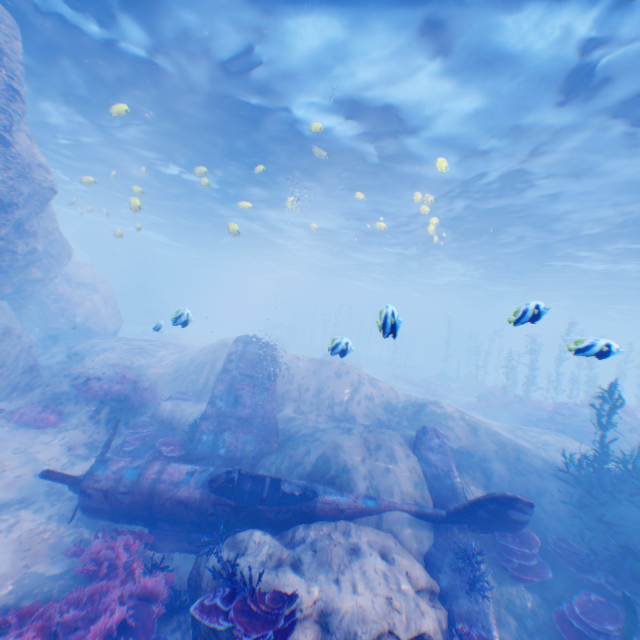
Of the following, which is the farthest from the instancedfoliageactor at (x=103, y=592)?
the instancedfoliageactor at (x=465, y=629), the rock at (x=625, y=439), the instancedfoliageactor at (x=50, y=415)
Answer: the rock at (x=625, y=439)

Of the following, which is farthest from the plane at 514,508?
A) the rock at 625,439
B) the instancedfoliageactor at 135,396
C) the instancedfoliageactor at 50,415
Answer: the rock at 625,439

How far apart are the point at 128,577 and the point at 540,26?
15.0m

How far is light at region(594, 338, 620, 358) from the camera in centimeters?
498cm

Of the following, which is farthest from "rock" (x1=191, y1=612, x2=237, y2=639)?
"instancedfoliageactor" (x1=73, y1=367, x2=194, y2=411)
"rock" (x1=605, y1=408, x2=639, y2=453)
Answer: "rock" (x1=605, y1=408, x2=639, y2=453)

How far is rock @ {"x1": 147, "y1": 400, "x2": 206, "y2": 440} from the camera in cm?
1127

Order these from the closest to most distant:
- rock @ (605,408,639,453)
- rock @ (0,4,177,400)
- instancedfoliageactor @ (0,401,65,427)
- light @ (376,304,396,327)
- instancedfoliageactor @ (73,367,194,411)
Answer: light @ (376,304,396,327)
rock @ (0,4,177,400)
instancedfoliageactor @ (0,401,65,427)
instancedfoliageactor @ (73,367,194,411)
rock @ (605,408,639,453)

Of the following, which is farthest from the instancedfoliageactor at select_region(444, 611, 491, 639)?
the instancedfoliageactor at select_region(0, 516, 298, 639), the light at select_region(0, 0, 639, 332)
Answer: the light at select_region(0, 0, 639, 332)
